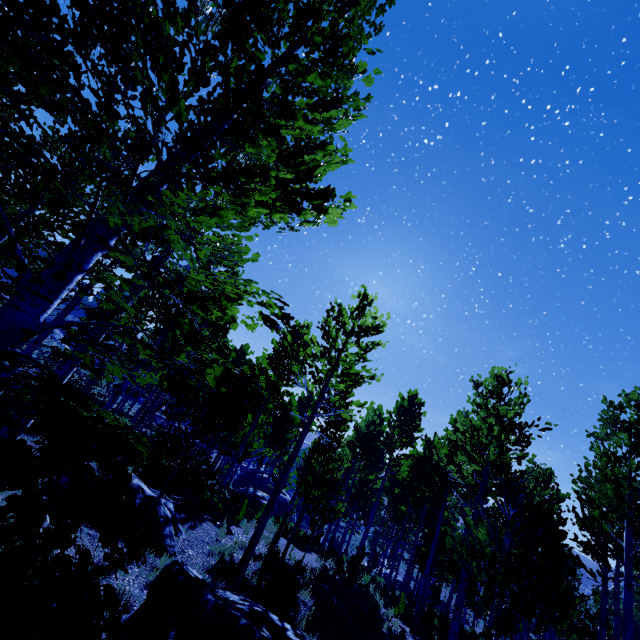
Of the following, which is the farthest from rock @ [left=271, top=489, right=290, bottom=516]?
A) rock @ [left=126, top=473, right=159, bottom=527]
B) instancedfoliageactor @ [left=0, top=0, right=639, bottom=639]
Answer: rock @ [left=126, top=473, right=159, bottom=527]

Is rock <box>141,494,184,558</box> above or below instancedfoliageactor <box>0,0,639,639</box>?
below

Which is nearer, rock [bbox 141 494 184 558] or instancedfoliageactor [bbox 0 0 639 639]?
instancedfoliageactor [bbox 0 0 639 639]

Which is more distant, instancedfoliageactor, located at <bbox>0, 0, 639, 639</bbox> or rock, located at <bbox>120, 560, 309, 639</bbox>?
rock, located at <bbox>120, 560, 309, 639</bbox>

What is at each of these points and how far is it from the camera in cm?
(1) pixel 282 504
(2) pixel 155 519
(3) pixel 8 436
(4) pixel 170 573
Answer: (1) rock, 3338
(2) rock, 889
(3) instancedfoliageactor, 430
(4) rock, 329

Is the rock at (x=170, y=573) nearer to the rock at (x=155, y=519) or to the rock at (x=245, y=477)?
the rock at (x=155, y=519)

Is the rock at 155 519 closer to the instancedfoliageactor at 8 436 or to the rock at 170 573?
the instancedfoliageactor at 8 436

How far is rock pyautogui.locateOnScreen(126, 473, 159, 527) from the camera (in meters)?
8.89
